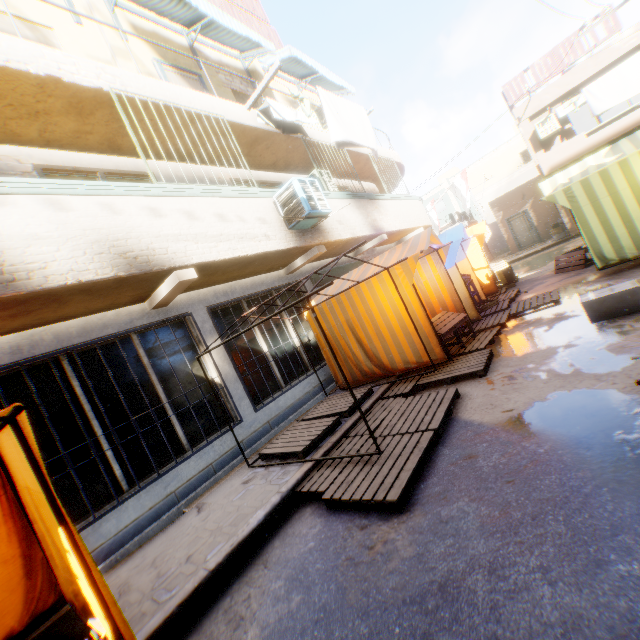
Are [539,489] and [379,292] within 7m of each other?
yes

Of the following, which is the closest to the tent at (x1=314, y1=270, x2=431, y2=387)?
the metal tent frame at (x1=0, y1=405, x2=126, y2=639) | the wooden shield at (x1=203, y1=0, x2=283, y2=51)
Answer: the metal tent frame at (x1=0, y1=405, x2=126, y2=639)

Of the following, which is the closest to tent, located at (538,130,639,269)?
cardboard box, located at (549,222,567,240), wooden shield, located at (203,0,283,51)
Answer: cardboard box, located at (549,222,567,240)

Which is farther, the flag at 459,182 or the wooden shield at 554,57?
the flag at 459,182

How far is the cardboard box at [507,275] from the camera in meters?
12.3 m

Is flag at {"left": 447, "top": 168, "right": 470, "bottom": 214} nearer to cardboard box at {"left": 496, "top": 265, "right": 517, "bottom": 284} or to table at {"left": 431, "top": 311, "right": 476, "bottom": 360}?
cardboard box at {"left": 496, "top": 265, "right": 517, "bottom": 284}

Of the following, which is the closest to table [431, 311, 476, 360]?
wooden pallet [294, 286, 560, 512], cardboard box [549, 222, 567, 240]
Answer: wooden pallet [294, 286, 560, 512]

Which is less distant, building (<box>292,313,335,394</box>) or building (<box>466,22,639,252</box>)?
building (<box>292,313,335,394</box>)
